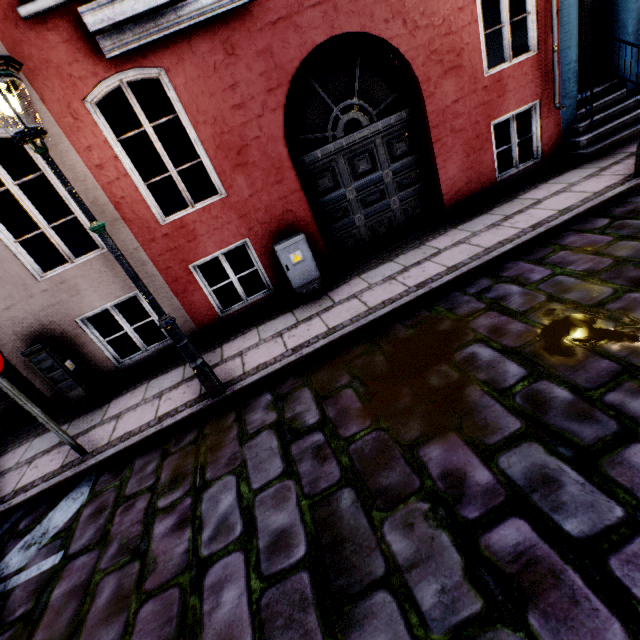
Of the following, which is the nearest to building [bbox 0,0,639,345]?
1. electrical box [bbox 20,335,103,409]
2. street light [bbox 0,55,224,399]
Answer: electrical box [bbox 20,335,103,409]

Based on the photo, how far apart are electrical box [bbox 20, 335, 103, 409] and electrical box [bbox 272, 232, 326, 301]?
3.8m

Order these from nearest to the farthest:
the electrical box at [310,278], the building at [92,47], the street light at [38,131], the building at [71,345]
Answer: the street light at [38,131] < the building at [92,47] < the building at [71,345] < the electrical box at [310,278]

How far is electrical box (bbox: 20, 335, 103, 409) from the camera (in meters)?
4.83

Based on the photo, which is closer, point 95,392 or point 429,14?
point 429,14

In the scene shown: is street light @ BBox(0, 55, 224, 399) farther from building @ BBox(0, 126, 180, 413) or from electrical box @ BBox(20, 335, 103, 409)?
electrical box @ BBox(20, 335, 103, 409)

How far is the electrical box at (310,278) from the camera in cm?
527
